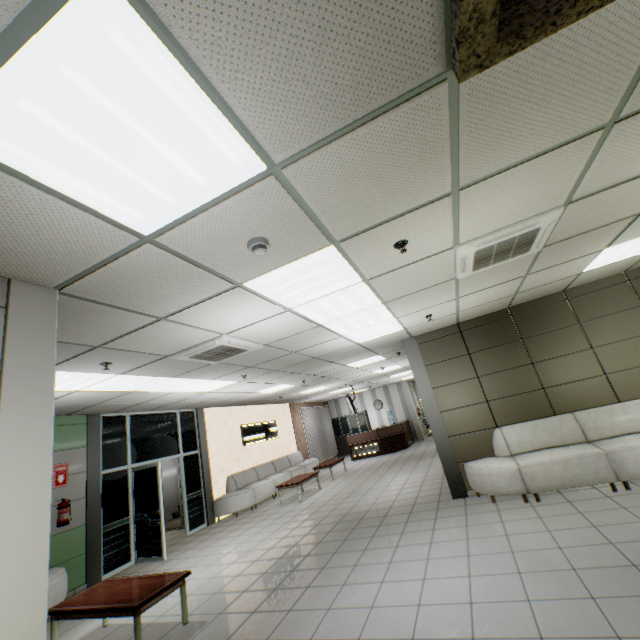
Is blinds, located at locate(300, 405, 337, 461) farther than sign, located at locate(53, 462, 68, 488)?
Yes

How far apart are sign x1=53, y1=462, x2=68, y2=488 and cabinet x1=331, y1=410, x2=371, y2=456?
14.30m

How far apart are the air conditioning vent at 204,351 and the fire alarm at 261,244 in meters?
2.0 m

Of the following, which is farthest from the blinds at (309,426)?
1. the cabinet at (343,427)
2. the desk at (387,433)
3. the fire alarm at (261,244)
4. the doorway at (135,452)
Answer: the fire alarm at (261,244)

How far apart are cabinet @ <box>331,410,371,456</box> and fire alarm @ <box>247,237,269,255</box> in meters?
17.3

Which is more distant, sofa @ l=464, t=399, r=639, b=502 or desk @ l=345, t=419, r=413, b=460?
desk @ l=345, t=419, r=413, b=460

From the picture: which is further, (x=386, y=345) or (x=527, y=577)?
(x=386, y=345)

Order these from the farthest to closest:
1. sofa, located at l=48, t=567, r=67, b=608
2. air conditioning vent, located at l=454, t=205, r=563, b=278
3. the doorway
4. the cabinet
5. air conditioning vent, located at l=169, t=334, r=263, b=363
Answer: the cabinet < the doorway < sofa, located at l=48, t=567, r=67, b=608 < air conditioning vent, located at l=169, t=334, r=263, b=363 < air conditioning vent, located at l=454, t=205, r=563, b=278
